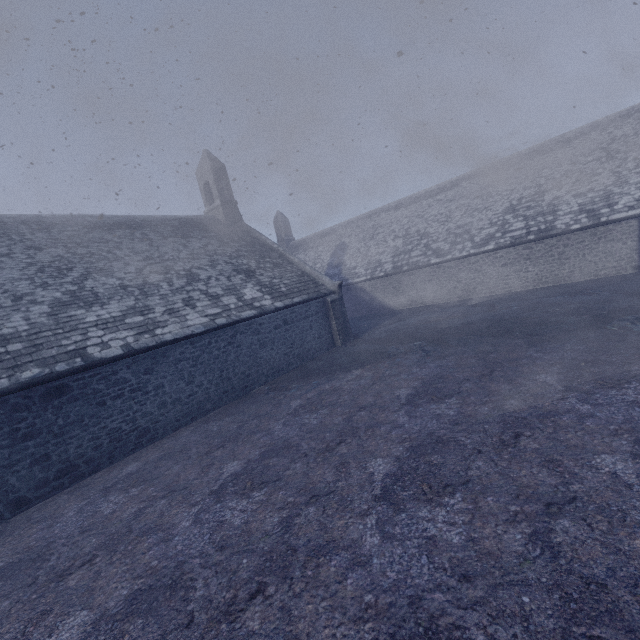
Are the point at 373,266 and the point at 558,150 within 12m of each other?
no
